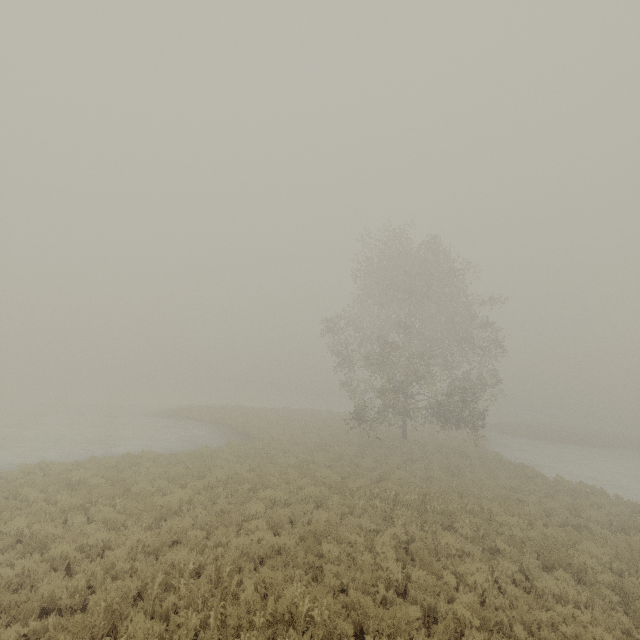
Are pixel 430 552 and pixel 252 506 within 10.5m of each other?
yes
